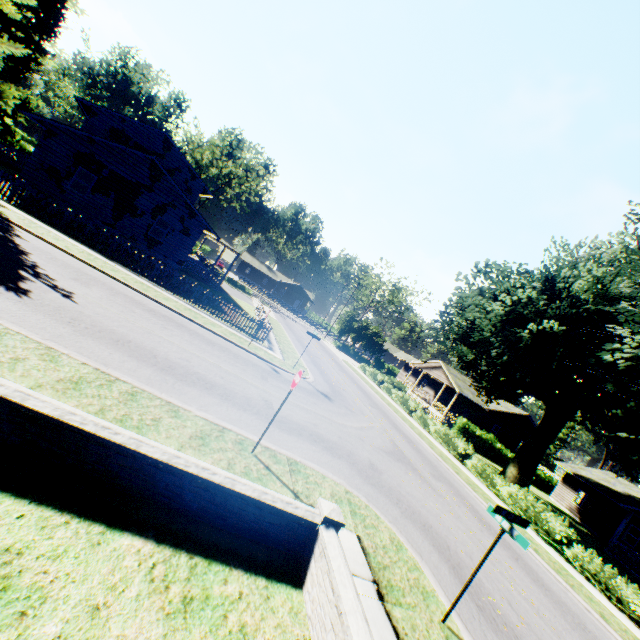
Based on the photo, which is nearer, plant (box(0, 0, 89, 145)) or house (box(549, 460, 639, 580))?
plant (box(0, 0, 89, 145))

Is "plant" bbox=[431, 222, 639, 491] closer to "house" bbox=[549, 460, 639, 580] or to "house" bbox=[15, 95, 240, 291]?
"house" bbox=[15, 95, 240, 291]

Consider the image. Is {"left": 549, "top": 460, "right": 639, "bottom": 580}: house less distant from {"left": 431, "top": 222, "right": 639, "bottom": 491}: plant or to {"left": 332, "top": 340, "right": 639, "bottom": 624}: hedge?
{"left": 431, "top": 222, "right": 639, "bottom": 491}: plant

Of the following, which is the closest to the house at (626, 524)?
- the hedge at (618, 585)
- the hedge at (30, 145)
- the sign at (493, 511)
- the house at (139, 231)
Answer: the hedge at (618, 585)

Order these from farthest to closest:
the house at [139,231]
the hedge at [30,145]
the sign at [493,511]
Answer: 1. the hedge at [30,145]
2. the house at [139,231]
3. the sign at [493,511]

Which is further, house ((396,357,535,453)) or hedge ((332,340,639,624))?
house ((396,357,535,453))

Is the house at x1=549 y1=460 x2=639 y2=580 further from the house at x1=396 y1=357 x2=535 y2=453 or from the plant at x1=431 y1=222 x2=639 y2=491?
the house at x1=396 y1=357 x2=535 y2=453

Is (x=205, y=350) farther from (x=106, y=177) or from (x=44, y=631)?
(x=106, y=177)
